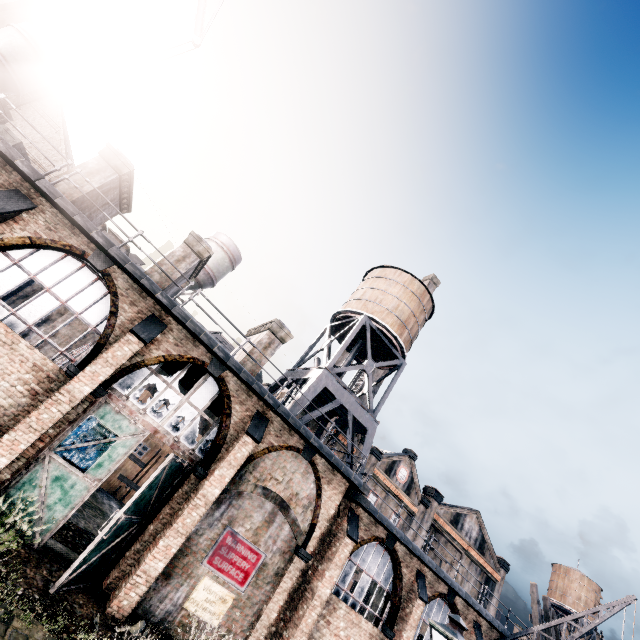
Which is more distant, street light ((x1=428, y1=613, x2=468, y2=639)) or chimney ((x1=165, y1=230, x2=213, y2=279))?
chimney ((x1=165, y1=230, x2=213, y2=279))

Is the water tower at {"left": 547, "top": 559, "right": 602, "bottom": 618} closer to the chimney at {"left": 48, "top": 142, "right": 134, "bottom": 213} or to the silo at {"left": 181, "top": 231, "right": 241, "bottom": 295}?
the silo at {"left": 181, "top": 231, "right": 241, "bottom": 295}

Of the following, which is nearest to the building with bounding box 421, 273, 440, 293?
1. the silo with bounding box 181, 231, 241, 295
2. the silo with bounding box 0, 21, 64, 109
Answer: the silo with bounding box 181, 231, 241, 295

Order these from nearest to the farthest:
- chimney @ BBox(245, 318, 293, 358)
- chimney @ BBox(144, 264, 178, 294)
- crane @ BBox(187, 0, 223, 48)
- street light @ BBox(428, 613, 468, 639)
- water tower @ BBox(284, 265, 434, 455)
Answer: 1. street light @ BBox(428, 613, 468, 639)
2. chimney @ BBox(144, 264, 178, 294)
3. chimney @ BBox(245, 318, 293, 358)
4. water tower @ BBox(284, 265, 434, 455)
5. crane @ BBox(187, 0, 223, 48)

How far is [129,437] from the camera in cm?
1221

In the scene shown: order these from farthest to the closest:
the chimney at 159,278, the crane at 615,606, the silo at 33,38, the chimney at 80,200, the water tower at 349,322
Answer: the silo at 33,38
the water tower at 349,322
the crane at 615,606
the chimney at 159,278
the chimney at 80,200

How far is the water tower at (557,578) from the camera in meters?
53.0 m

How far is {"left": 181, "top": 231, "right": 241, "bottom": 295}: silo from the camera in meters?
38.1 m
